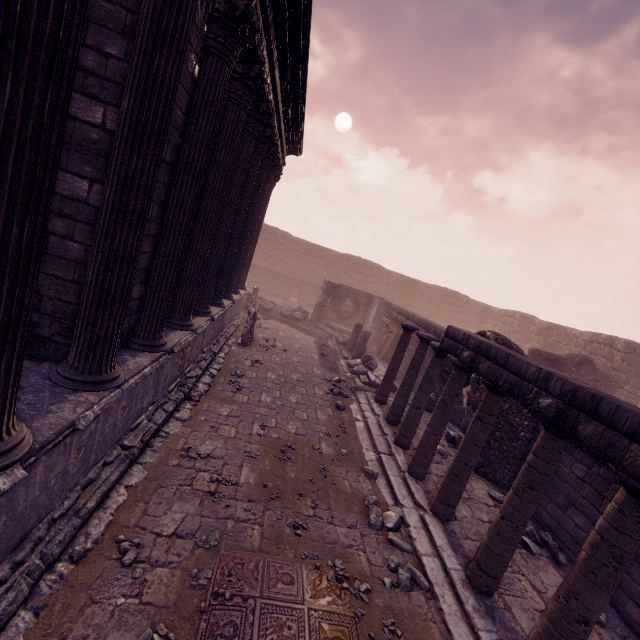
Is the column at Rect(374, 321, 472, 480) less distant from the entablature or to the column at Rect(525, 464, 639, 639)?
the entablature

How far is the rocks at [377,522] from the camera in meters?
4.9 m

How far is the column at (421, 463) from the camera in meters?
6.2 m

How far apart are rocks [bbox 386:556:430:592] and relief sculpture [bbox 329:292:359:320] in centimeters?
1589cm

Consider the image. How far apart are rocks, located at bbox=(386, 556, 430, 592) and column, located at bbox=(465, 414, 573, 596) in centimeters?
57cm

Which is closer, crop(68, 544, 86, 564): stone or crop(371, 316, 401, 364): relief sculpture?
crop(68, 544, 86, 564): stone

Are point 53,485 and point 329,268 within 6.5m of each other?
no

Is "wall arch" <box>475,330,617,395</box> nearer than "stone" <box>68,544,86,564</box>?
No
